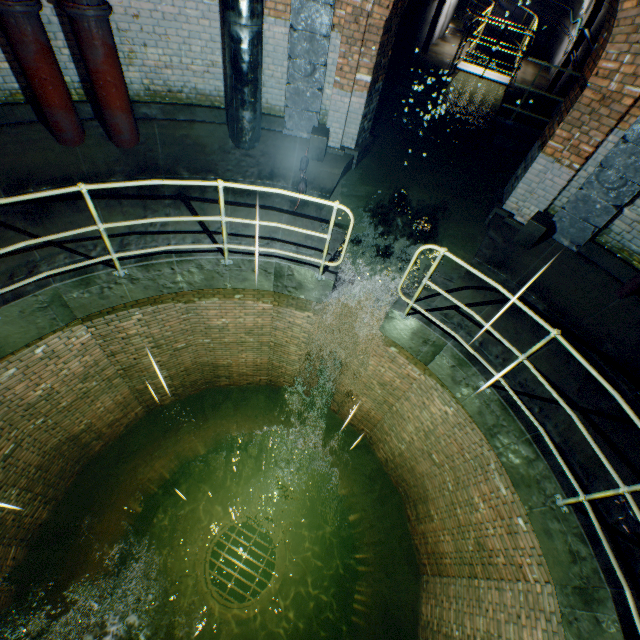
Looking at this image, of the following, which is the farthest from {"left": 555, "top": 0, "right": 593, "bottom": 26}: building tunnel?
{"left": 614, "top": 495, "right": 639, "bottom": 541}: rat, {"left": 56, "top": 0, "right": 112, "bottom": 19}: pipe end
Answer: {"left": 56, "top": 0, "right": 112, "bottom": 19}: pipe end

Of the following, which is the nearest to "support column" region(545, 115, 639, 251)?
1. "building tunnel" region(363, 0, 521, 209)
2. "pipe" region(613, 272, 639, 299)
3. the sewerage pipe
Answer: "pipe" region(613, 272, 639, 299)

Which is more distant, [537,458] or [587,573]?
[537,458]

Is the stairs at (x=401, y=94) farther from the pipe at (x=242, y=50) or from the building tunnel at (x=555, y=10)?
the pipe at (x=242, y=50)

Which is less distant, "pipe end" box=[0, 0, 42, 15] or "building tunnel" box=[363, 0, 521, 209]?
"pipe end" box=[0, 0, 42, 15]

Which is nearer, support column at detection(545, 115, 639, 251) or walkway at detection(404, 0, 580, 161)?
support column at detection(545, 115, 639, 251)

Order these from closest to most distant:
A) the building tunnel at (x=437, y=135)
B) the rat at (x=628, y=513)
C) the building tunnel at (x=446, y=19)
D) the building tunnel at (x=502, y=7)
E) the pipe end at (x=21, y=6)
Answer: the rat at (x=628, y=513), the pipe end at (x=21, y=6), the building tunnel at (x=437, y=135), the building tunnel at (x=446, y=19), the building tunnel at (x=502, y=7)

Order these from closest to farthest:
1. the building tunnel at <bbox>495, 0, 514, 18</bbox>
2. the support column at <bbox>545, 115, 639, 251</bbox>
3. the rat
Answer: the rat < the support column at <bbox>545, 115, 639, 251</bbox> < the building tunnel at <bbox>495, 0, 514, 18</bbox>
